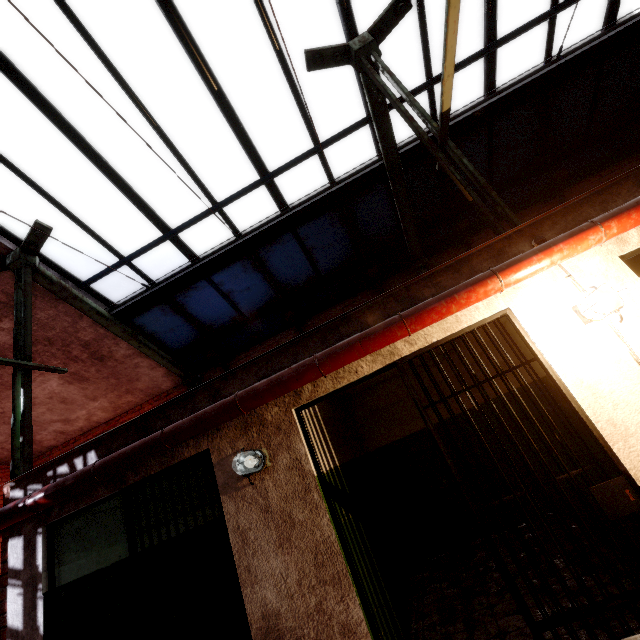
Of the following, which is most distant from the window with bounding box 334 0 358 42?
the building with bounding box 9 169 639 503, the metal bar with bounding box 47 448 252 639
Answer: the metal bar with bounding box 47 448 252 639

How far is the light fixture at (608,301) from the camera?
2.3m

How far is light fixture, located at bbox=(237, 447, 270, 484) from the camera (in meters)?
2.73

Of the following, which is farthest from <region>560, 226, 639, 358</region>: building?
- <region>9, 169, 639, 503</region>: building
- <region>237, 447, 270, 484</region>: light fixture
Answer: <region>237, 447, 270, 484</region>: light fixture

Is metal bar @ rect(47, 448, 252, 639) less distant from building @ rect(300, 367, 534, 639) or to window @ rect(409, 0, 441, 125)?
building @ rect(300, 367, 534, 639)

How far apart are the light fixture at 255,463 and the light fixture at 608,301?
2.8m

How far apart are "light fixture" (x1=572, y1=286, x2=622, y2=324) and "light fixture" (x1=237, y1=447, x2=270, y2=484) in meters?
2.8

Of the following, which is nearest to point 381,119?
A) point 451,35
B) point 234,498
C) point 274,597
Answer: point 451,35
